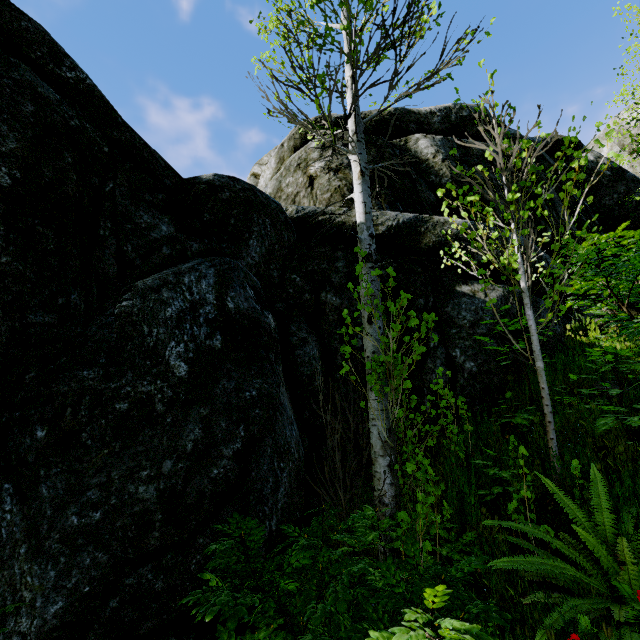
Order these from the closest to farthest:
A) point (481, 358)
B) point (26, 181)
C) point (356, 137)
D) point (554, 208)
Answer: point (26, 181) < point (356, 137) < point (481, 358) < point (554, 208)

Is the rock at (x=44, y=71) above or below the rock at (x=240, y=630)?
above

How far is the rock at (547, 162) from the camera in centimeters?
782cm

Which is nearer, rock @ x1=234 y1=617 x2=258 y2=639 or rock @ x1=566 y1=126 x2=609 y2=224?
rock @ x1=234 y1=617 x2=258 y2=639

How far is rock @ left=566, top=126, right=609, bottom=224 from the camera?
8.36m
